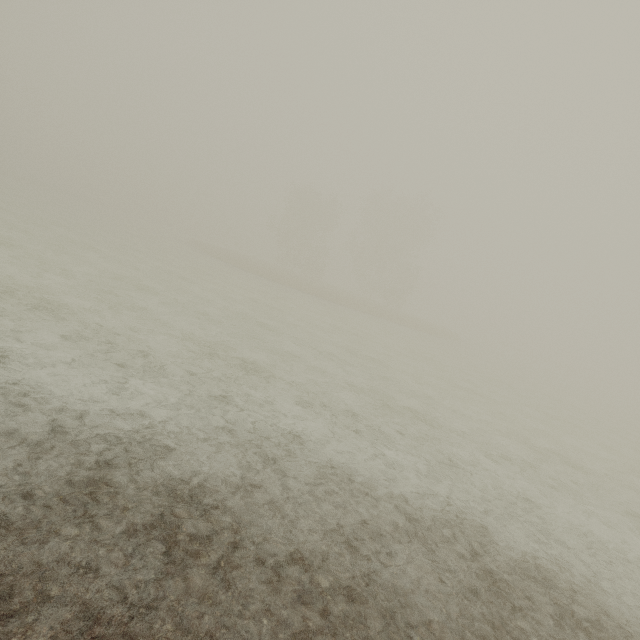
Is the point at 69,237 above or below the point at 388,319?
below
